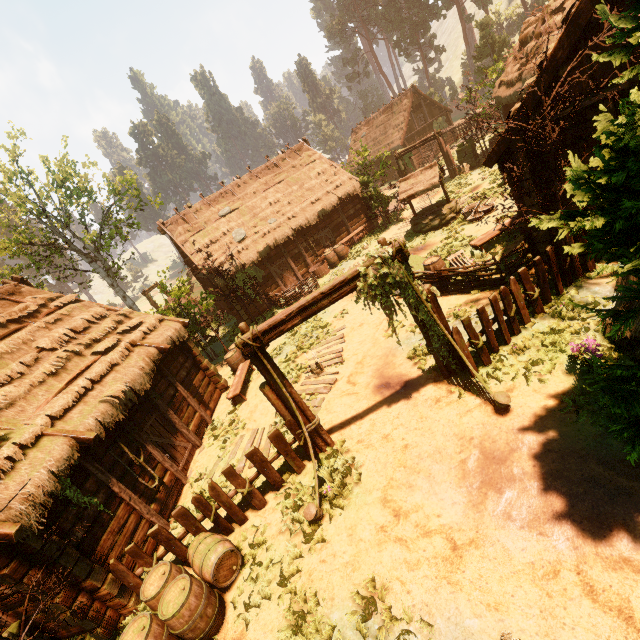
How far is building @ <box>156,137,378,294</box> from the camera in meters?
20.2 m

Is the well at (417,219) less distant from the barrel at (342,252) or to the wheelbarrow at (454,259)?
the barrel at (342,252)

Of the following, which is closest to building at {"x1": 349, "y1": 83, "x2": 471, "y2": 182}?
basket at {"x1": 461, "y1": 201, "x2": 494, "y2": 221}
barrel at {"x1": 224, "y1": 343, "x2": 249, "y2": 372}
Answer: barrel at {"x1": 224, "y1": 343, "x2": 249, "y2": 372}

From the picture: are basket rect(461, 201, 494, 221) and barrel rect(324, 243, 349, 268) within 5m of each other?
no

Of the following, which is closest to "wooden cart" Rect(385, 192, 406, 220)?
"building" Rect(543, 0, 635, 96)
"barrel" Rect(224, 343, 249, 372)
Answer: "building" Rect(543, 0, 635, 96)

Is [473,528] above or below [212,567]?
below

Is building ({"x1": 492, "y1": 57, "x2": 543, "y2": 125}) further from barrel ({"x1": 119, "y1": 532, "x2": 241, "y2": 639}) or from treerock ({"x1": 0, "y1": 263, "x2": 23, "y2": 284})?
barrel ({"x1": 119, "y1": 532, "x2": 241, "y2": 639})

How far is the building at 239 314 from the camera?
19.1m
